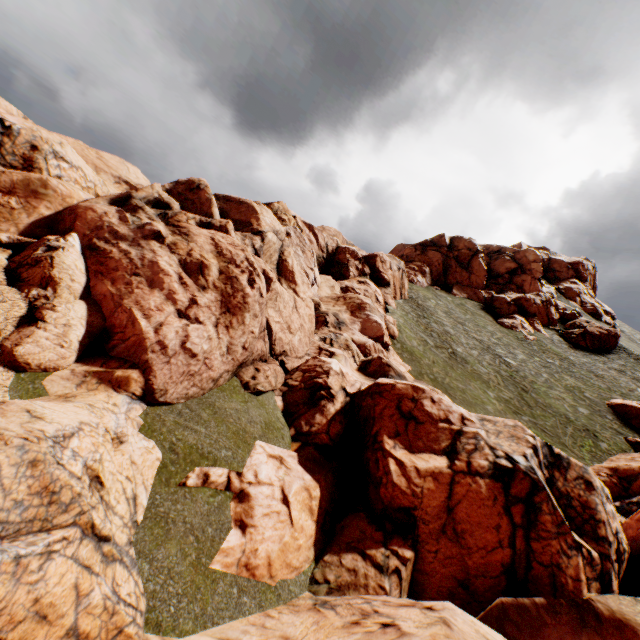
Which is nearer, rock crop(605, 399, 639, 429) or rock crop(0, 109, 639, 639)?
rock crop(0, 109, 639, 639)

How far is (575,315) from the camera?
57.2m

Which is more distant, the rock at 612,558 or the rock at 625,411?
the rock at 625,411
